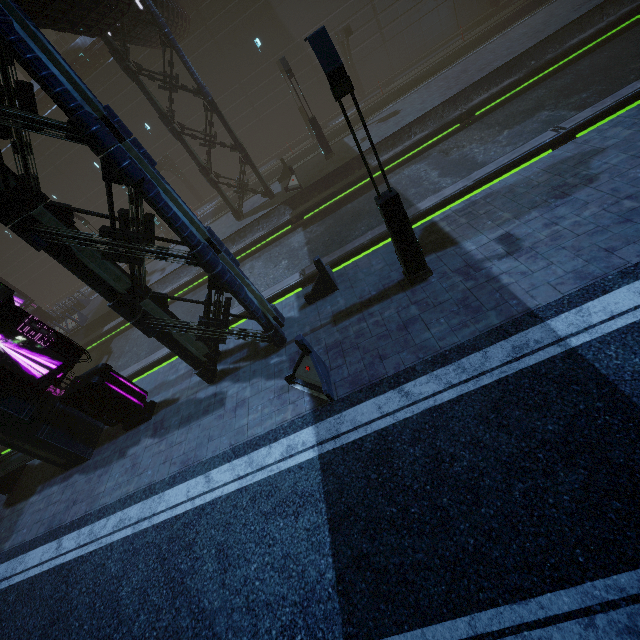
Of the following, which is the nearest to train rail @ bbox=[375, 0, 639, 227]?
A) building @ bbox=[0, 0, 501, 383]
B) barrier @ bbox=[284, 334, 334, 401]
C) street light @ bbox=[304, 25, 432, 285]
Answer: building @ bbox=[0, 0, 501, 383]

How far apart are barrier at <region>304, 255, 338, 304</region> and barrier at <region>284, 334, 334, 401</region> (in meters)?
2.75

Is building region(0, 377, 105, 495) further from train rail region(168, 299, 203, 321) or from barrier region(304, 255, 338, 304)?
barrier region(304, 255, 338, 304)

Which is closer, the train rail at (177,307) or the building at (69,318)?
the train rail at (177,307)

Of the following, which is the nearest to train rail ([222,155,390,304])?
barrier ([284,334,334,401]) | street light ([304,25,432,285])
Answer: street light ([304,25,432,285])

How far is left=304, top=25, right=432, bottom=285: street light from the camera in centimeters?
565cm

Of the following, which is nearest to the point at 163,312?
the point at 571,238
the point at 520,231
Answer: the point at 520,231

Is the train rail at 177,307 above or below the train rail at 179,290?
below
